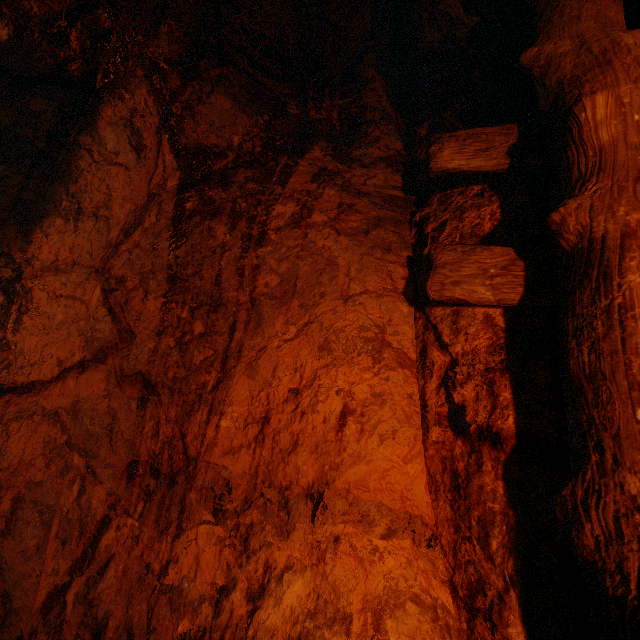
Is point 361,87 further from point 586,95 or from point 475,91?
point 586,95
